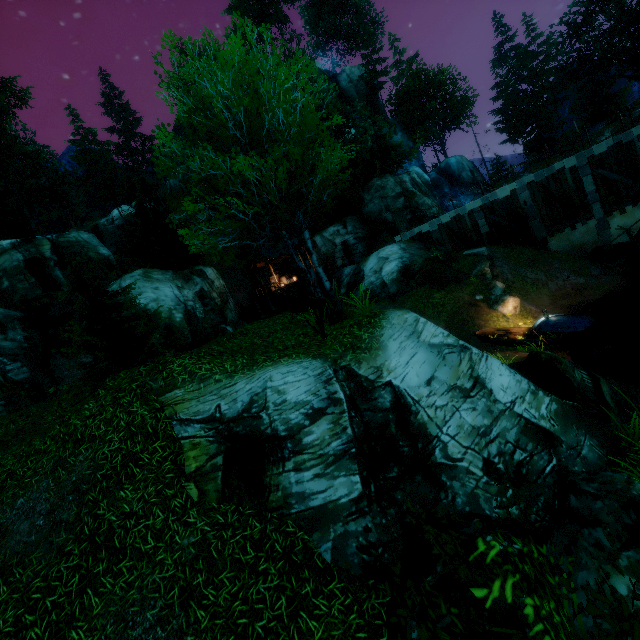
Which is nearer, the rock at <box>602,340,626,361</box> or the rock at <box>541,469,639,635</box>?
the rock at <box>541,469,639,635</box>

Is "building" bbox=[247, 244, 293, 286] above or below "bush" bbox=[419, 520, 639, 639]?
above

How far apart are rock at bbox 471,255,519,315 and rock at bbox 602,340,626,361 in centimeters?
705cm

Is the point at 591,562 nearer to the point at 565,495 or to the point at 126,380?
the point at 565,495

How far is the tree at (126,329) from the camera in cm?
1366

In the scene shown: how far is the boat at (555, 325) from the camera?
15.54m

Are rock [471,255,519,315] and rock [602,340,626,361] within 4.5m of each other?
no

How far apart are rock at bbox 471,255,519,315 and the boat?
3.4 meters
